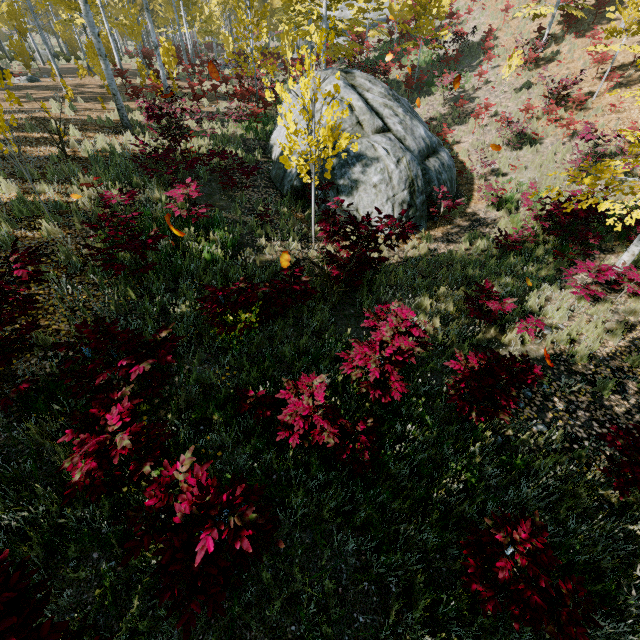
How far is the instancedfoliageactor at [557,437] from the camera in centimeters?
438cm

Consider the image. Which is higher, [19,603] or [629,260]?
[19,603]

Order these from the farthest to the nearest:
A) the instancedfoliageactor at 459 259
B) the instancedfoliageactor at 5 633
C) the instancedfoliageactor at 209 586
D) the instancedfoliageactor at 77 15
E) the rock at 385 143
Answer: the rock at 385 143 → the instancedfoliageactor at 459 259 → the instancedfoliageactor at 77 15 → the instancedfoliageactor at 209 586 → the instancedfoliageactor at 5 633

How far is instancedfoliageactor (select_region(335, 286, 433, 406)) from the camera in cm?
400

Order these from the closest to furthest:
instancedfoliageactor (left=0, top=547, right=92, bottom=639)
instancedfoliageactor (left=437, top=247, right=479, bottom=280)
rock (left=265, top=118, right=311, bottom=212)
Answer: instancedfoliageactor (left=0, top=547, right=92, bottom=639)
instancedfoliageactor (left=437, top=247, right=479, bottom=280)
rock (left=265, top=118, right=311, bottom=212)

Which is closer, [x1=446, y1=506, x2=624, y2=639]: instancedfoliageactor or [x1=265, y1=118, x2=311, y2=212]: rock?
[x1=446, y1=506, x2=624, y2=639]: instancedfoliageactor
